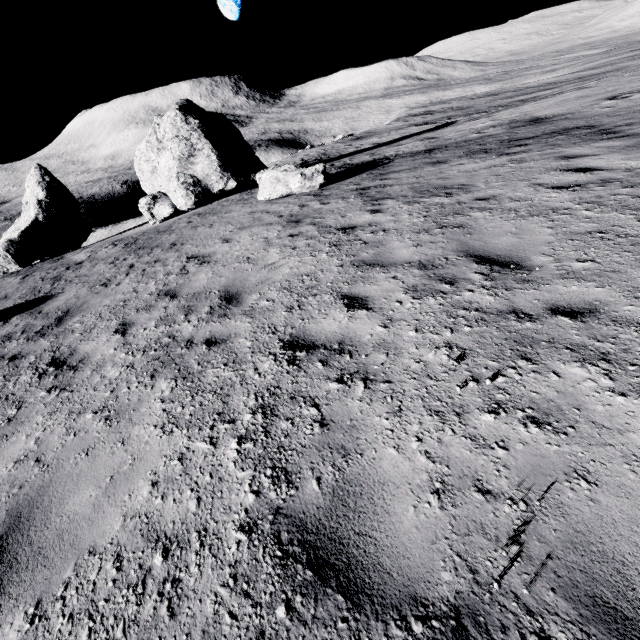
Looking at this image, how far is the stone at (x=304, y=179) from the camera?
12.8 meters

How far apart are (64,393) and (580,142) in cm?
1208

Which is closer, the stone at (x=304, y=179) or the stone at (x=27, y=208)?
the stone at (x=304, y=179)

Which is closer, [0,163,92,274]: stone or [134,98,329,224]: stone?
[134,98,329,224]: stone

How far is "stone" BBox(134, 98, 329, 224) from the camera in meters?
12.8 m
